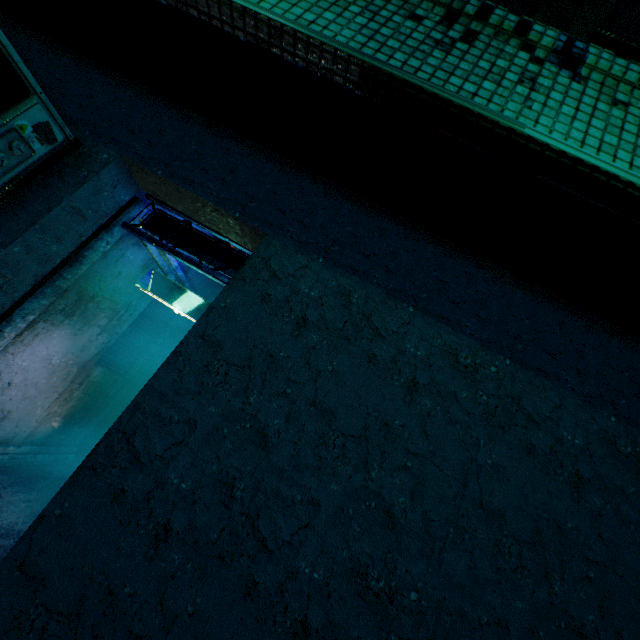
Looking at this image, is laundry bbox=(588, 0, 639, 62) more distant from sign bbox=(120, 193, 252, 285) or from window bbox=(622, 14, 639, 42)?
sign bbox=(120, 193, 252, 285)

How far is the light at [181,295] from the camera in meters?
4.0 m

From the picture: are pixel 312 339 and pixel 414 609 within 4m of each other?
yes

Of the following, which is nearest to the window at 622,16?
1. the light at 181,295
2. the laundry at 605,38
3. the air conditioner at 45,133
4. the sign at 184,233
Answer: the laundry at 605,38

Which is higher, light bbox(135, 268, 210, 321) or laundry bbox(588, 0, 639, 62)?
laundry bbox(588, 0, 639, 62)

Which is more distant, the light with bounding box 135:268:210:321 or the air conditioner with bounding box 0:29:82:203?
the light with bounding box 135:268:210:321

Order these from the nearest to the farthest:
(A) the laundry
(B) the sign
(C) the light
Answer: (A) the laundry → (B) the sign → (C) the light

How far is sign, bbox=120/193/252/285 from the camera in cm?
317
